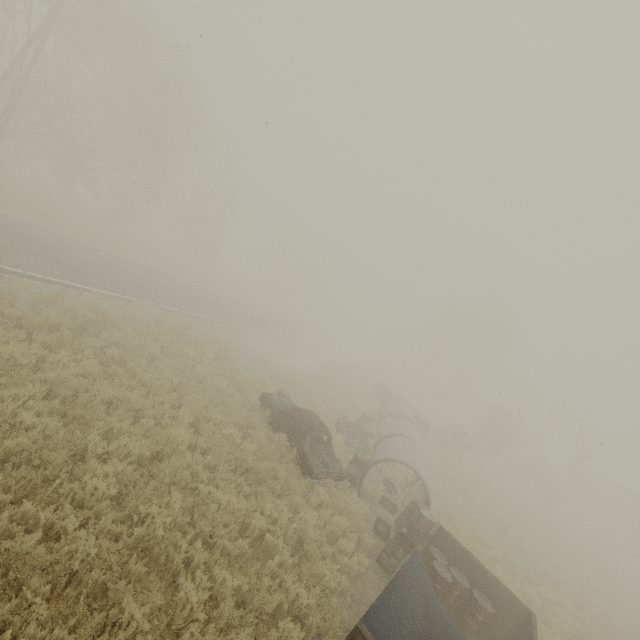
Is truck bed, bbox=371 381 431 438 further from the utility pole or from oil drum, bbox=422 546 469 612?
the utility pole

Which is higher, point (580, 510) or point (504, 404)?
point (504, 404)

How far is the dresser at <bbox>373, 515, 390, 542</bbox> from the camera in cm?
996

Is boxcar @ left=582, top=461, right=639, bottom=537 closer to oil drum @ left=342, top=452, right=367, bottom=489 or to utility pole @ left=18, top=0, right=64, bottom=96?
oil drum @ left=342, top=452, right=367, bottom=489

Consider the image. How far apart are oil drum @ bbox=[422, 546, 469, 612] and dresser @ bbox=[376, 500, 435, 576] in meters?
0.3

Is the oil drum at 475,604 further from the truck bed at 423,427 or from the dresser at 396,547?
the truck bed at 423,427

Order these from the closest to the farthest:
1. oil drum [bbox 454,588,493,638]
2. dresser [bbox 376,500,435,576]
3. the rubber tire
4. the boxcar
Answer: oil drum [bbox 454,588,493,638] < dresser [bbox 376,500,435,576] < the rubber tire < the boxcar

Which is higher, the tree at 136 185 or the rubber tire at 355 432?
the tree at 136 185
